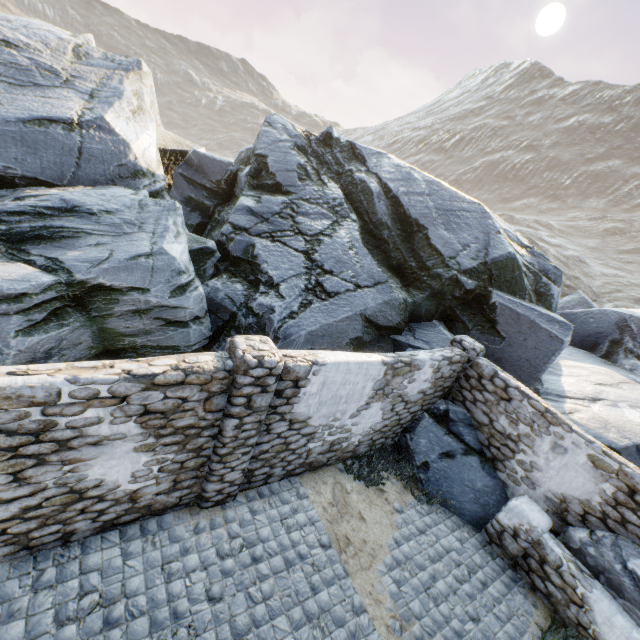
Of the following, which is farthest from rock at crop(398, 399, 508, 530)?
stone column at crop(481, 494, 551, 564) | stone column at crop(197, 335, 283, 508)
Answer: stone column at crop(197, 335, 283, 508)

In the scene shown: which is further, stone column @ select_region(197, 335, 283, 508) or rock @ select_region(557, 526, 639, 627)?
rock @ select_region(557, 526, 639, 627)

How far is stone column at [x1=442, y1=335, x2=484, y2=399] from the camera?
8.02m

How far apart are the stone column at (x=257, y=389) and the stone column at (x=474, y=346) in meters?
5.4

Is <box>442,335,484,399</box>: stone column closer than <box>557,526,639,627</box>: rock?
No

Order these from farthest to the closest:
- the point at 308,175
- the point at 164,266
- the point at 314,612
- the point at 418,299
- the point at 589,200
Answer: the point at 589,200
the point at 308,175
the point at 418,299
the point at 164,266
the point at 314,612

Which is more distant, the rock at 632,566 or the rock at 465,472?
the rock at 465,472

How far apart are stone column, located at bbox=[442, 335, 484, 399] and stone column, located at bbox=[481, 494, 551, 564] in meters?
2.5 m
